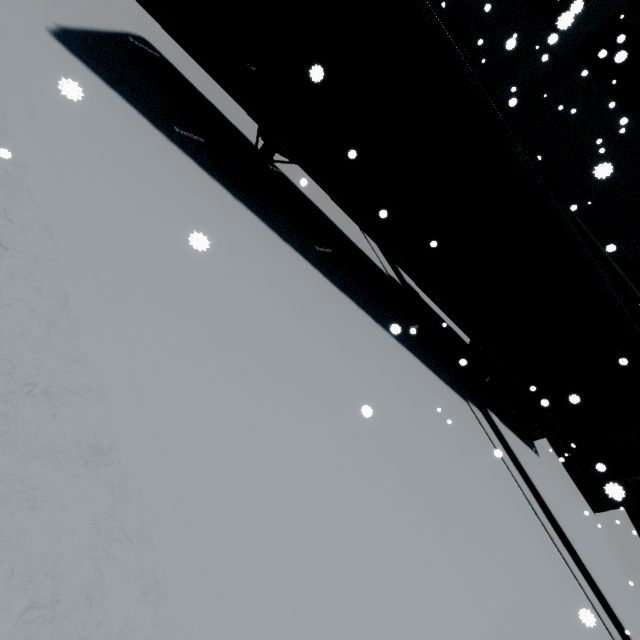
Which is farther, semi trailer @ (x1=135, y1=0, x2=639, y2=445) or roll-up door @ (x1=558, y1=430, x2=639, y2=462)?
roll-up door @ (x1=558, y1=430, x2=639, y2=462)

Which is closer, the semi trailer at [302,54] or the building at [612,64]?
the semi trailer at [302,54]

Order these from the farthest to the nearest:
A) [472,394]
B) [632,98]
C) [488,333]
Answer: [632,98], [472,394], [488,333]

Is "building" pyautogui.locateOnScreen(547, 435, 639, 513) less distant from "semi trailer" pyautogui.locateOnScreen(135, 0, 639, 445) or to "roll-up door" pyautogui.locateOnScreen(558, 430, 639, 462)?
"roll-up door" pyautogui.locateOnScreen(558, 430, 639, 462)

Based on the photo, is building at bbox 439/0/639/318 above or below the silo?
above

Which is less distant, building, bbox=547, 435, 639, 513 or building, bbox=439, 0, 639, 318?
building, bbox=439, 0, 639, 318

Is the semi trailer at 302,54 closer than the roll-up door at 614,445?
Yes

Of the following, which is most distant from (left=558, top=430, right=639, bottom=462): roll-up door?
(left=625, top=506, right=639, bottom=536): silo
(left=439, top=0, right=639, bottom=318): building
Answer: (left=625, top=506, right=639, bottom=536): silo
